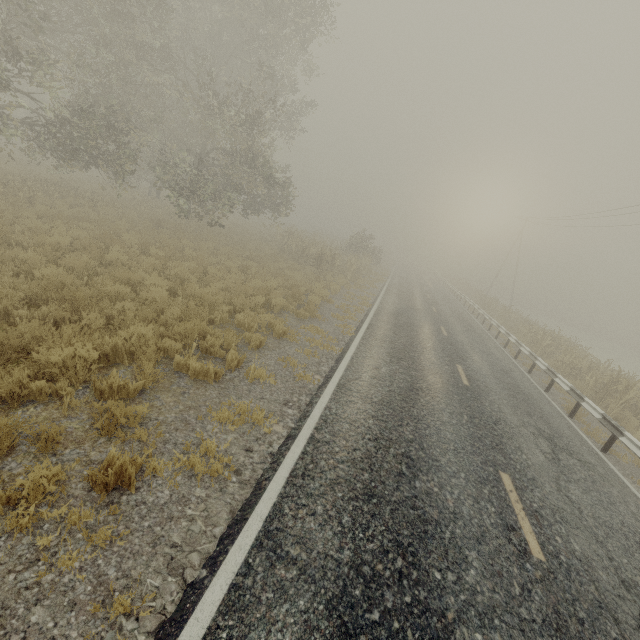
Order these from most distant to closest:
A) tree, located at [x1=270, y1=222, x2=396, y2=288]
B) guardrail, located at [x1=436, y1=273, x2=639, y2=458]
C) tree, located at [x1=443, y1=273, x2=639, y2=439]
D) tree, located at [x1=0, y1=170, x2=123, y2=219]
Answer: tree, located at [x1=270, y1=222, x2=396, y2=288], tree, located at [x1=0, y1=170, x2=123, y2=219], tree, located at [x1=443, y1=273, x2=639, y2=439], guardrail, located at [x1=436, y1=273, x2=639, y2=458]

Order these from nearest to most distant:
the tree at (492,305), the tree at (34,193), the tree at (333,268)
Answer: the tree at (492,305) < the tree at (34,193) < the tree at (333,268)

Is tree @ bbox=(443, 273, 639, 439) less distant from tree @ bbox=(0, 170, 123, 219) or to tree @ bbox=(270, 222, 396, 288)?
tree @ bbox=(270, 222, 396, 288)

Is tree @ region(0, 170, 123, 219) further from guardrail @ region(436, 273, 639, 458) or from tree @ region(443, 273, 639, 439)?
guardrail @ region(436, 273, 639, 458)

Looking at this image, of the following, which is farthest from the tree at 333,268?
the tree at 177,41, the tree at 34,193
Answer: the tree at 34,193

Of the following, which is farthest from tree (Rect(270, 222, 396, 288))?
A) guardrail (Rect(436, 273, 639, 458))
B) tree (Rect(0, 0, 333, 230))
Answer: guardrail (Rect(436, 273, 639, 458))

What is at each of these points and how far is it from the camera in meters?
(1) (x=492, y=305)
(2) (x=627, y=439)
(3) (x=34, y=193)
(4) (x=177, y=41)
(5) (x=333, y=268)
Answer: (1) tree, 29.0 m
(2) guardrail, 8.3 m
(3) tree, 13.9 m
(4) tree, 18.3 m
(5) tree, 22.0 m

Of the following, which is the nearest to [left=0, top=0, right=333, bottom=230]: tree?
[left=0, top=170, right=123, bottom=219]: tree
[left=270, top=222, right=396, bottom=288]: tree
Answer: [left=270, top=222, right=396, bottom=288]: tree
